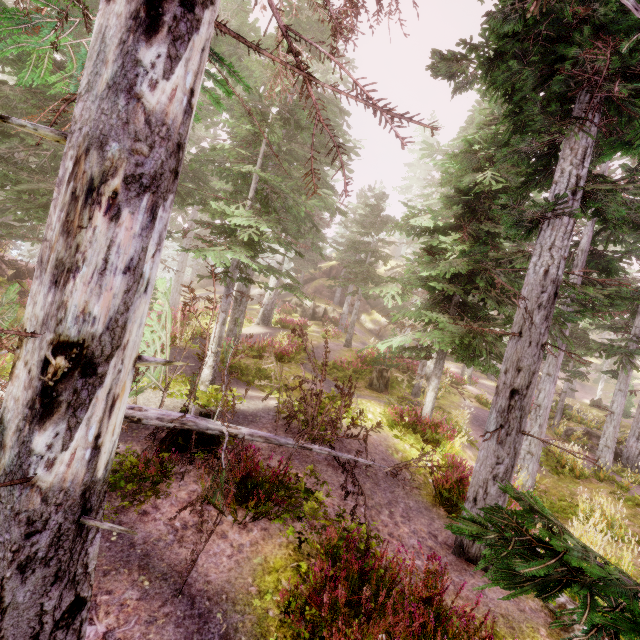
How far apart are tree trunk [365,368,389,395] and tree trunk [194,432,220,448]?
10.5 meters

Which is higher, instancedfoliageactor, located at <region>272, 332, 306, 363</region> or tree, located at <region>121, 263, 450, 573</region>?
instancedfoliageactor, located at <region>272, 332, 306, 363</region>

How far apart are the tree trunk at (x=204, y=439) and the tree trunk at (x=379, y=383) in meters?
10.5 m

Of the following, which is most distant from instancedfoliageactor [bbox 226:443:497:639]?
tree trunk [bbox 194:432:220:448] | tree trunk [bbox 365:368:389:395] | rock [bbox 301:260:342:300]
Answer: tree trunk [bbox 194:432:220:448]

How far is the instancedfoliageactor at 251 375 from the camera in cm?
1192

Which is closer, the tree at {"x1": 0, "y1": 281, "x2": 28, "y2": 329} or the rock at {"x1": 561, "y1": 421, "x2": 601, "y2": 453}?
the tree at {"x1": 0, "y1": 281, "x2": 28, "y2": 329}

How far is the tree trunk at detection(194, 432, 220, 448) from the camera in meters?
6.2

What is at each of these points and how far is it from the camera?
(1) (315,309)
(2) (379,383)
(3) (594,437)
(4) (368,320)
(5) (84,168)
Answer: (1) rock, 31.5m
(2) tree trunk, 16.8m
(3) rock, 20.0m
(4) rock, 38.5m
(5) instancedfoliageactor, 2.0m
